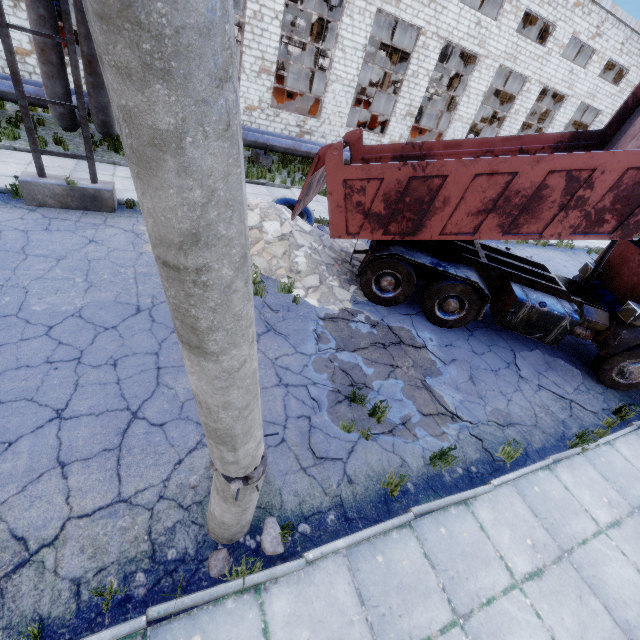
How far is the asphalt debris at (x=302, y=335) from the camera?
6.3m

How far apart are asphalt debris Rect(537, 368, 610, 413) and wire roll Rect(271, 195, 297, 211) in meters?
6.4 m

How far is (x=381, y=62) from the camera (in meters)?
33.34

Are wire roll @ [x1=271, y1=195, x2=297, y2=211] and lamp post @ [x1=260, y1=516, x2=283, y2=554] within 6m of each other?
no

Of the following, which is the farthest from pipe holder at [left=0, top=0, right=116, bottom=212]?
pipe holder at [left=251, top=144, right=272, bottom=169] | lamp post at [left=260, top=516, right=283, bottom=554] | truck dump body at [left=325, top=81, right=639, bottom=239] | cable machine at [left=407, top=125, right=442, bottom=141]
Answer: cable machine at [left=407, top=125, right=442, bottom=141]

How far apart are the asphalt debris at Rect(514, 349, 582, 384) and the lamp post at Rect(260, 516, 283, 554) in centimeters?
618cm

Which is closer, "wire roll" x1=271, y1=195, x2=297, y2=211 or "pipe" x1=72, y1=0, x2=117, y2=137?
"pipe" x1=72, y1=0, x2=117, y2=137

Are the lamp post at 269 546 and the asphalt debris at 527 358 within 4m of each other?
no
